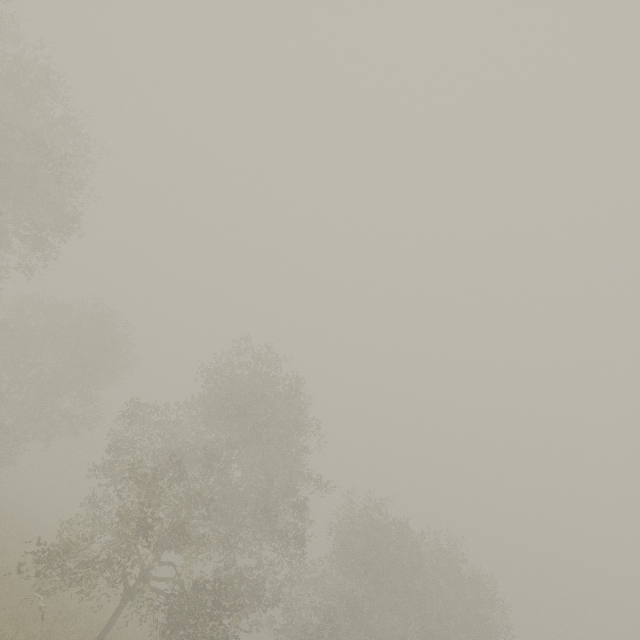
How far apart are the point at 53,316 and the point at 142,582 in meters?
23.6
